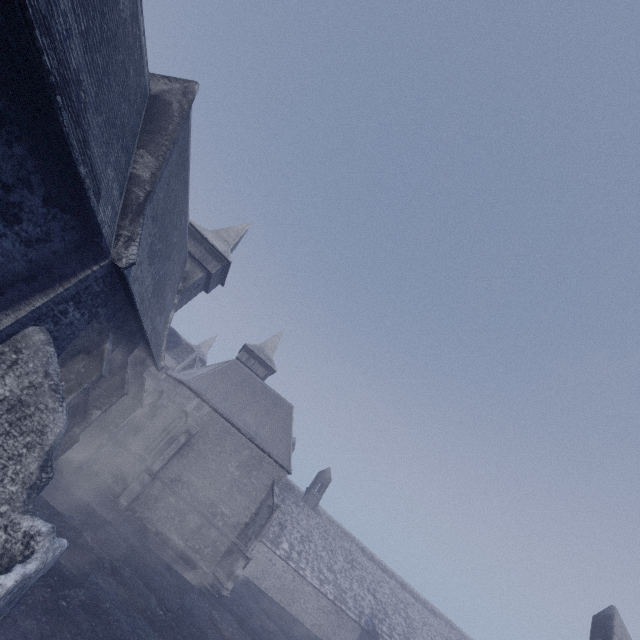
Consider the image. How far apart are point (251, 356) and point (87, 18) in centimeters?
2982cm

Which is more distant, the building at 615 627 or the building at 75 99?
the building at 615 627

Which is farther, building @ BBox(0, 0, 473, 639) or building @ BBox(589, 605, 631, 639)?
building @ BBox(589, 605, 631, 639)
